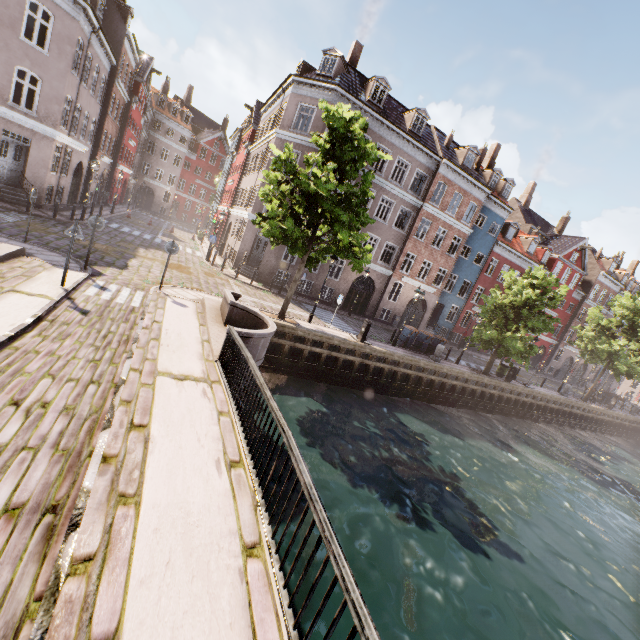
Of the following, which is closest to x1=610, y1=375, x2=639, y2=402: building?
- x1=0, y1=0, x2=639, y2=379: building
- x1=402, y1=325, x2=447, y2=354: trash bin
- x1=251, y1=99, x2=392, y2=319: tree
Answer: x1=251, y1=99, x2=392, y2=319: tree

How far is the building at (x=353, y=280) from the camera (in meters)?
25.64

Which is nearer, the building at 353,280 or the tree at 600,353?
the building at 353,280

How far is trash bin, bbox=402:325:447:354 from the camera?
21.0m

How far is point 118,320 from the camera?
8.70m

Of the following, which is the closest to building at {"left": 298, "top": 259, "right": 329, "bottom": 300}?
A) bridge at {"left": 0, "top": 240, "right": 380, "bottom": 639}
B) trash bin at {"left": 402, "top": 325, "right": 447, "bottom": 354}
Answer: trash bin at {"left": 402, "top": 325, "right": 447, "bottom": 354}

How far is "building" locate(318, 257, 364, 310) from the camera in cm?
2564
